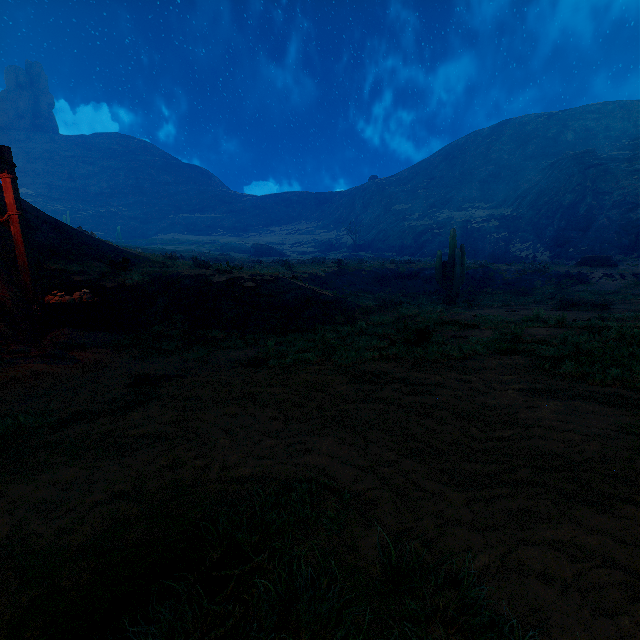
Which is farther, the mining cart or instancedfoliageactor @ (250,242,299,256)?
instancedfoliageactor @ (250,242,299,256)

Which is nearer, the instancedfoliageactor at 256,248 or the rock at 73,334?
the rock at 73,334

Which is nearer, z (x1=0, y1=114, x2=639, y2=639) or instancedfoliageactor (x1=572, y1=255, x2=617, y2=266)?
z (x1=0, y1=114, x2=639, y2=639)

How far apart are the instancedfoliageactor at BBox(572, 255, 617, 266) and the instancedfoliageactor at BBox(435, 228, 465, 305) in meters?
15.7 m

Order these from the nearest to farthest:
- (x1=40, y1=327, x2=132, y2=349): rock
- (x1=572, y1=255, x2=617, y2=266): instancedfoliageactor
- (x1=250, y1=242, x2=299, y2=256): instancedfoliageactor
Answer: (x1=40, y1=327, x2=132, y2=349): rock, (x1=572, y1=255, x2=617, y2=266): instancedfoliageactor, (x1=250, y1=242, x2=299, y2=256): instancedfoliageactor

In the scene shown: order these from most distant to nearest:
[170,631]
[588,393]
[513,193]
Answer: [513,193], [588,393], [170,631]

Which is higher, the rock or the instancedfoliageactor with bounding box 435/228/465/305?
the instancedfoliageactor with bounding box 435/228/465/305

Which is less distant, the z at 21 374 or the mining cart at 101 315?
the z at 21 374
